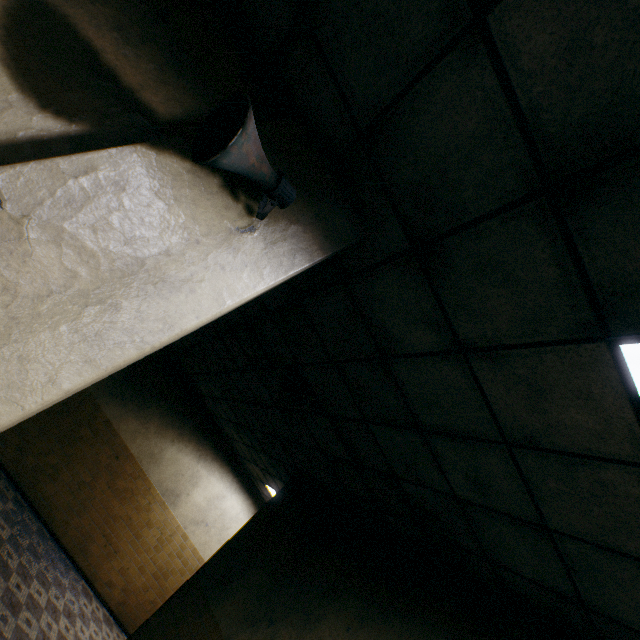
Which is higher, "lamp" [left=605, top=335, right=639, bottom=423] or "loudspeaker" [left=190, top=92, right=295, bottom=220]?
"lamp" [left=605, top=335, right=639, bottom=423]

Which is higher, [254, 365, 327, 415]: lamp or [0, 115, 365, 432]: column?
[254, 365, 327, 415]: lamp

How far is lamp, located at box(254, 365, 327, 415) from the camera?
3.8 meters

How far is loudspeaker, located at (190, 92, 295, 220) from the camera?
1.2 meters

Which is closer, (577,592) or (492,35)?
(492,35)

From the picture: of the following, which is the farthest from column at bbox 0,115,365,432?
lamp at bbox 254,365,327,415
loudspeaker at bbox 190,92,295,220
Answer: lamp at bbox 254,365,327,415

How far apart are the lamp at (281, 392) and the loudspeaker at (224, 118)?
2.30m

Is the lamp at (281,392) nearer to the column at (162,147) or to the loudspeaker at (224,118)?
the column at (162,147)
